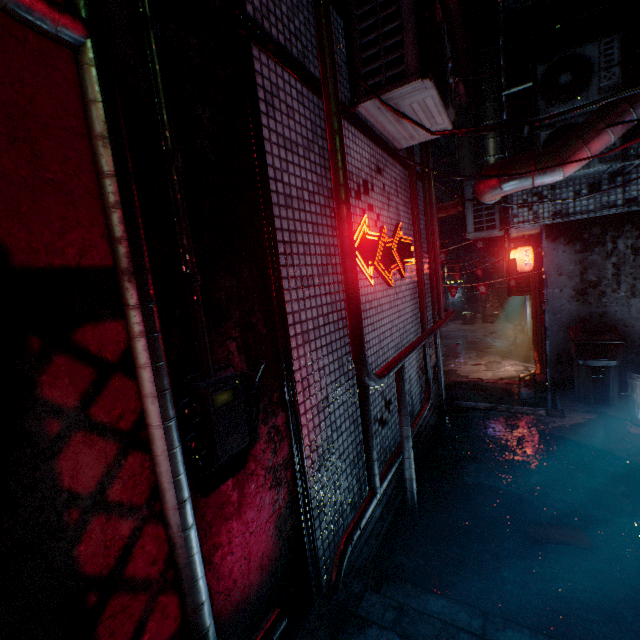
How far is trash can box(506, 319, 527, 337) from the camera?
13.21m

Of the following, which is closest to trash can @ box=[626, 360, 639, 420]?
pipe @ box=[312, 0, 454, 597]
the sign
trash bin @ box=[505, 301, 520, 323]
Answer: pipe @ box=[312, 0, 454, 597]

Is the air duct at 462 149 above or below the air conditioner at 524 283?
above

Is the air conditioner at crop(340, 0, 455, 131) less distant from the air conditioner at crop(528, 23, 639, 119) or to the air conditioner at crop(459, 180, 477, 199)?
the air conditioner at crop(528, 23, 639, 119)

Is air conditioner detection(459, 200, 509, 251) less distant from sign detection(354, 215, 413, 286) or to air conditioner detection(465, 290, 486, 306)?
sign detection(354, 215, 413, 286)

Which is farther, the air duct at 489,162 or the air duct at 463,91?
the air duct at 463,91

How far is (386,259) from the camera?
3.1 meters

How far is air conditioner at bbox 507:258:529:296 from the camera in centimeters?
749cm
